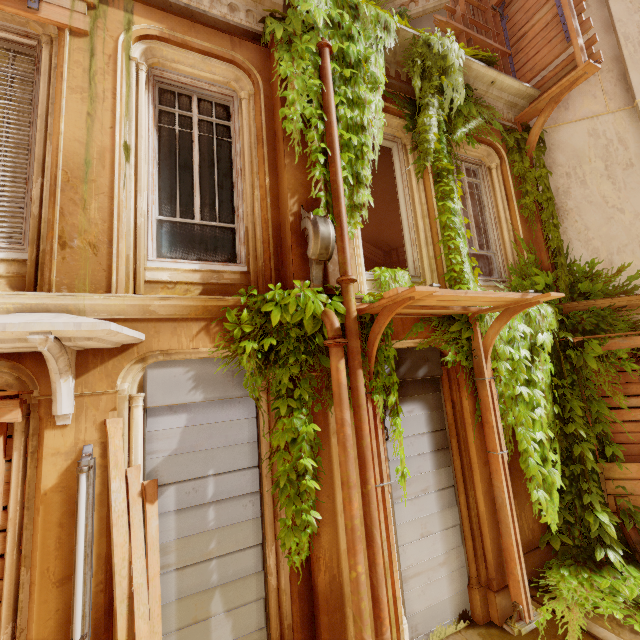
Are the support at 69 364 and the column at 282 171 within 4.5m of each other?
yes

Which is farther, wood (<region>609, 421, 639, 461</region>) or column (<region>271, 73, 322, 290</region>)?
wood (<region>609, 421, 639, 461</region>)

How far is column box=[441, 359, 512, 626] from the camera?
4.5 meters

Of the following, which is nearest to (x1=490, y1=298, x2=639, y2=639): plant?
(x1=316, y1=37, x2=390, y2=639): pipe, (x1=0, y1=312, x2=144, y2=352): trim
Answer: (x1=316, y1=37, x2=390, y2=639): pipe

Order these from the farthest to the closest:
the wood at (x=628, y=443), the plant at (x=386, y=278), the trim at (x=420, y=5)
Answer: the trim at (x=420, y=5) < the wood at (x=628, y=443) < the plant at (x=386, y=278)

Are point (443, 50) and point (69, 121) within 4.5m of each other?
no

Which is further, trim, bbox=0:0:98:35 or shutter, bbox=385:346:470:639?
shutter, bbox=385:346:470:639

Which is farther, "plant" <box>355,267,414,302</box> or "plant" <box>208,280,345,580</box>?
"plant" <box>355,267,414,302</box>
